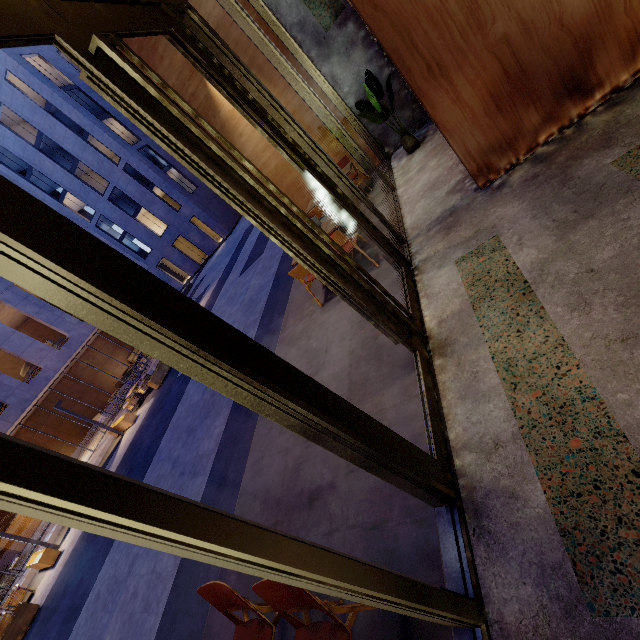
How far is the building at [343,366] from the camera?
3.0 meters

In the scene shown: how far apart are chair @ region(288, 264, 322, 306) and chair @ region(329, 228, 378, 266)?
0.1m

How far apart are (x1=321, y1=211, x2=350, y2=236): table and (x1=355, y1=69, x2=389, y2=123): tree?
2.40m

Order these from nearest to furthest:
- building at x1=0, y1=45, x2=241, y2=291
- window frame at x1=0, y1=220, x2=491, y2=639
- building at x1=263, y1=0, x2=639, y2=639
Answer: window frame at x1=0, y1=220, x2=491, y2=639 < building at x1=263, y1=0, x2=639, y2=639 < building at x1=0, y1=45, x2=241, y2=291

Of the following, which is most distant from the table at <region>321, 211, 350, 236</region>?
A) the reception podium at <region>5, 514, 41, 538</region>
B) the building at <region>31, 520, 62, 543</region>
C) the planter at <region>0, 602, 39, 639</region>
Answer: the reception podium at <region>5, 514, 41, 538</region>

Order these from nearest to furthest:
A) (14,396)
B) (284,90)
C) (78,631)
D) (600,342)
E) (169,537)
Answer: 1. (169,537)
2. (600,342)
3. (78,631)
4. (284,90)
5. (14,396)

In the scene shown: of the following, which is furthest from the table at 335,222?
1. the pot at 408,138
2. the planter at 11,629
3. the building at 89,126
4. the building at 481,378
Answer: the building at 89,126

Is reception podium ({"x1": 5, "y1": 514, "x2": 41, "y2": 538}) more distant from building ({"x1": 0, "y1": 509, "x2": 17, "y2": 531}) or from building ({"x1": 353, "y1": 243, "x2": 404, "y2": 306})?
building ({"x1": 353, "y1": 243, "x2": 404, "y2": 306})
